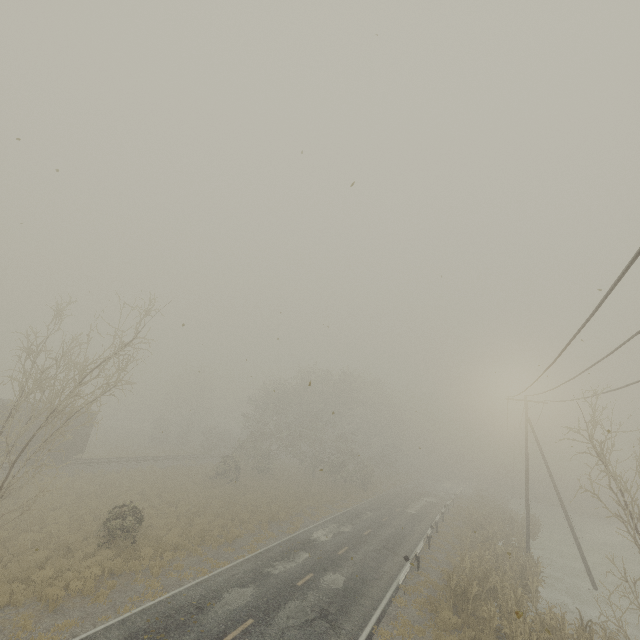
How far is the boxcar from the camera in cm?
2708

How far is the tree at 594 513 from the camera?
48.1m

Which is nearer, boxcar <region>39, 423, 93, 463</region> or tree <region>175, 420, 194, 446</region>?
boxcar <region>39, 423, 93, 463</region>

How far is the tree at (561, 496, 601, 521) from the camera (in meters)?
48.10

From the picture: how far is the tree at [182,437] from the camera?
50.19m

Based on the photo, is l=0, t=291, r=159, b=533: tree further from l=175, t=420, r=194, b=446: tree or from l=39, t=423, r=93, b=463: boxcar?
l=39, t=423, r=93, b=463: boxcar

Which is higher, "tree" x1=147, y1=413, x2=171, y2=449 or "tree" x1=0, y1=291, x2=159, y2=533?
"tree" x1=0, y1=291, x2=159, y2=533

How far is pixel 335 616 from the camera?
13.13m
